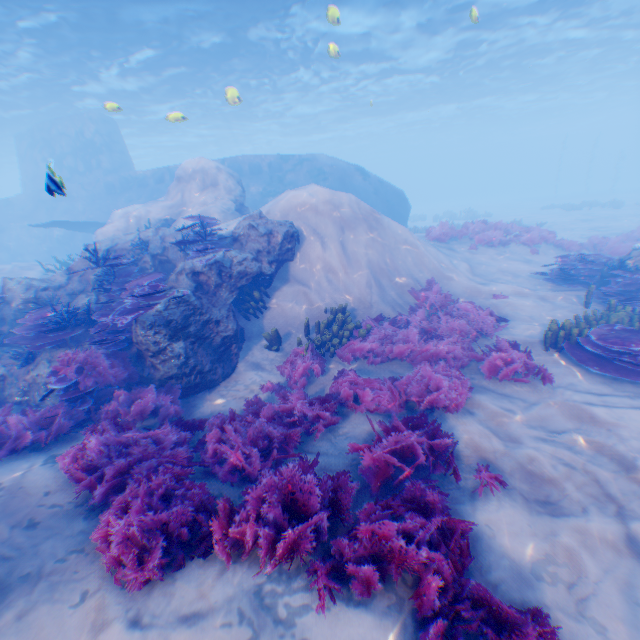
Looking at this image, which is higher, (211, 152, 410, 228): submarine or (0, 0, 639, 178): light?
(0, 0, 639, 178): light

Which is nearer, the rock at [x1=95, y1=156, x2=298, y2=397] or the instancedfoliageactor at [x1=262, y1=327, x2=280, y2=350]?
the rock at [x1=95, y1=156, x2=298, y2=397]

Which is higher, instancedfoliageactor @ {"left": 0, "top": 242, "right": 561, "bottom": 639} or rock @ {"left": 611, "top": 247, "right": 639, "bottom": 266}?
rock @ {"left": 611, "top": 247, "right": 639, "bottom": 266}

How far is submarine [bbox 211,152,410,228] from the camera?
20.11m

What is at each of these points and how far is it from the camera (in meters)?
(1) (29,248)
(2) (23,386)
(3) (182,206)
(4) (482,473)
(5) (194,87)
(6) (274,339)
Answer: (1) submarine, 23.17
(2) rock, 6.80
(3) rock, 14.33
(4) instancedfoliageactor, 4.21
(5) light, 25.25
(6) instancedfoliageactor, 8.14

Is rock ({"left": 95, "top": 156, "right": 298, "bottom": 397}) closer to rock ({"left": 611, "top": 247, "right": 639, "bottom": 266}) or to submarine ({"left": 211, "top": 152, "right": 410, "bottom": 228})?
submarine ({"left": 211, "top": 152, "right": 410, "bottom": 228})

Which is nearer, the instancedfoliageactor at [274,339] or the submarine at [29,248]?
the instancedfoliageactor at [274,339]

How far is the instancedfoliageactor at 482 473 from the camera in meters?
4.1 m
